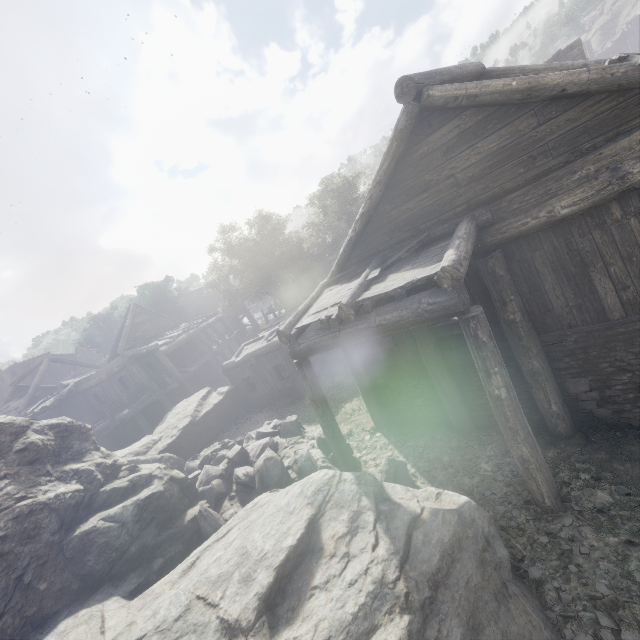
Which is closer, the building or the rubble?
the building

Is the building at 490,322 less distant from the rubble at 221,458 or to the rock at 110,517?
the rock at 110,517

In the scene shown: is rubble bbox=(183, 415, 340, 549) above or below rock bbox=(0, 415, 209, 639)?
below

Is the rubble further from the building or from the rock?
the building

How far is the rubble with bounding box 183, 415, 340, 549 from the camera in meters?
8.7

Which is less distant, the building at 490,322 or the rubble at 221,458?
Answer: the building at 490,322

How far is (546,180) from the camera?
5.7m
